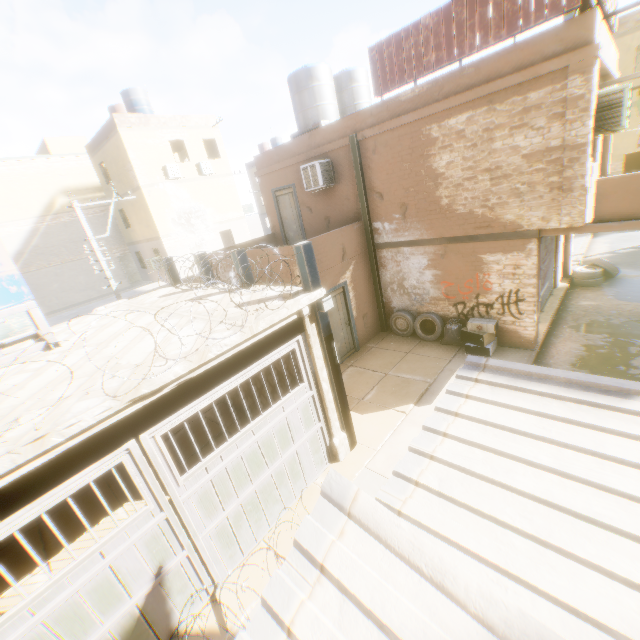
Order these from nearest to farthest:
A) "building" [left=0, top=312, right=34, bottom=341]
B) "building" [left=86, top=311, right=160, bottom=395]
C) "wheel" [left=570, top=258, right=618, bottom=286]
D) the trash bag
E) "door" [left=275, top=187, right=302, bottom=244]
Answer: "building" [left=86, top=311, right=160, bottom=395] → the trash bag → "wheel" [left=570, top=258, right=618, bottom=286] → "door" [left=275, top=187, right=302, bottom=244] → "building" [left=0, top=312, right=34, bottom=341]

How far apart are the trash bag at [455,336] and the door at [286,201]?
6.6 meters

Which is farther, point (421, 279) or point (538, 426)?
point (421, 279)

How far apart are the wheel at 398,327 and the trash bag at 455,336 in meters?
0.0

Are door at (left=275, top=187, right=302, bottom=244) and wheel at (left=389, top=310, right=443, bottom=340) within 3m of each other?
no

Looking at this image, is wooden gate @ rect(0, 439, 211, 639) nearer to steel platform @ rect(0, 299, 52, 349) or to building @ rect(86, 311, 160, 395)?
building @ rect(86, 311, 160, 395)

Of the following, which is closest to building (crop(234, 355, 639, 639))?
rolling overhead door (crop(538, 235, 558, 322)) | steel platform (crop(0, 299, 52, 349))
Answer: rolling overhead door (crop(538, 235, 558, 322))

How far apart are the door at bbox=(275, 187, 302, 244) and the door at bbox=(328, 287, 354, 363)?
4.01m
